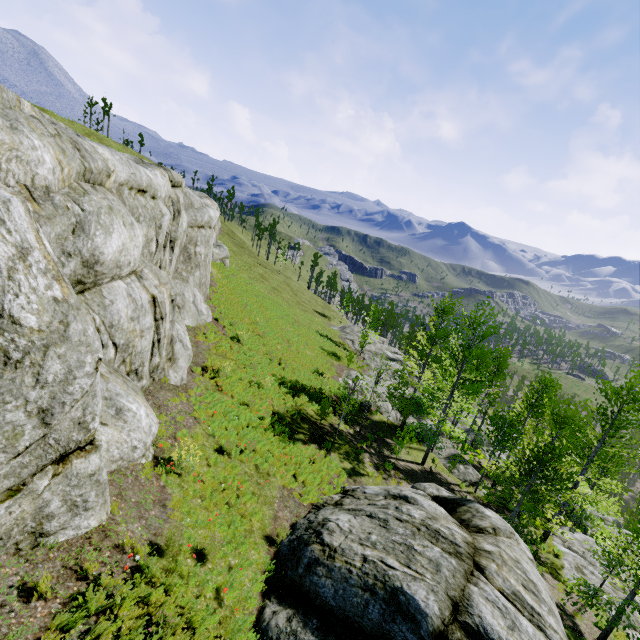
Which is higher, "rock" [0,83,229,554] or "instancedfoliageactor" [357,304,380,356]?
"rock" [0,83,229,554]

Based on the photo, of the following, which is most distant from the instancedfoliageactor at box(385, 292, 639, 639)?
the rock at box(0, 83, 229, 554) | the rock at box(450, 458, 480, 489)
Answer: the rock at box(450, 458, 480, 489)

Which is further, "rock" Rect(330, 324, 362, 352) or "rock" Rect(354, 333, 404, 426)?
"rock" Rect(330, 324, 362, 352)

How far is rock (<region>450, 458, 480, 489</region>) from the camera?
21.7m

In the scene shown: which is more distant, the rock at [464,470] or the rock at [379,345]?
the rock at [379,345]

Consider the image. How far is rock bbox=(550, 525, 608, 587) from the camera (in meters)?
16.78

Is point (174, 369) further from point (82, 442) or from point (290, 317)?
point (290, 317)

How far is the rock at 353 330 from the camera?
39.99m
